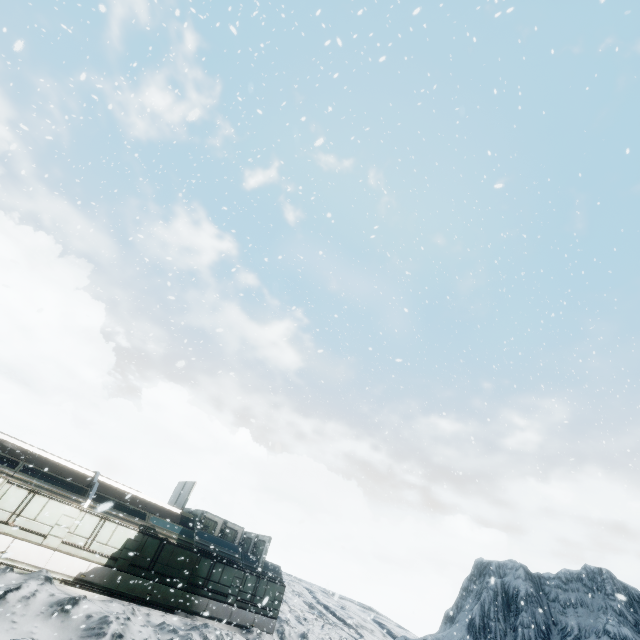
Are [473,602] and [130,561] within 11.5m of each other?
Result: no
